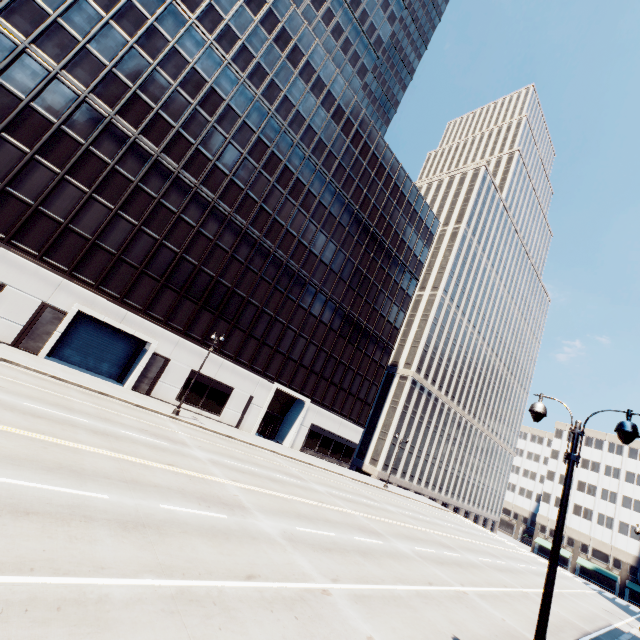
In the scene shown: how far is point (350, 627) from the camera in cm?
816

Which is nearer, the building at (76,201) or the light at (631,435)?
the light at (631,435)

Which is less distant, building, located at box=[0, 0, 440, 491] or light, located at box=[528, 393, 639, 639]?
light, located at box=[528, 393, 639, 639]
